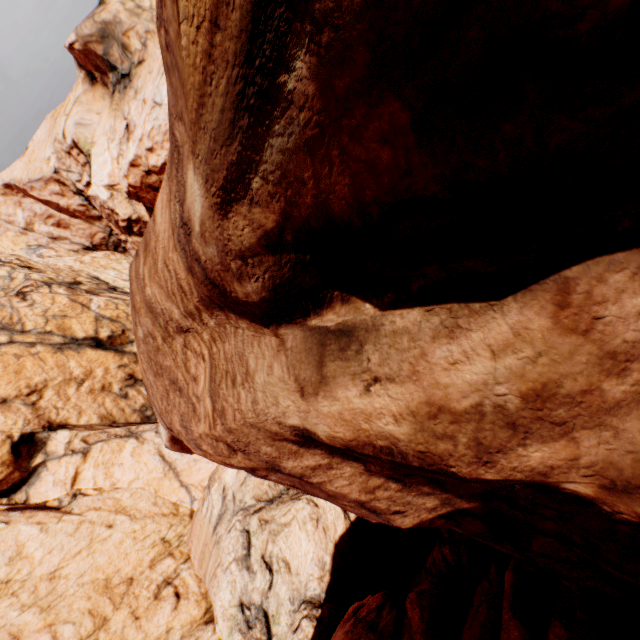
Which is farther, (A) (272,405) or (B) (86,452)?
(B) (86,452)
